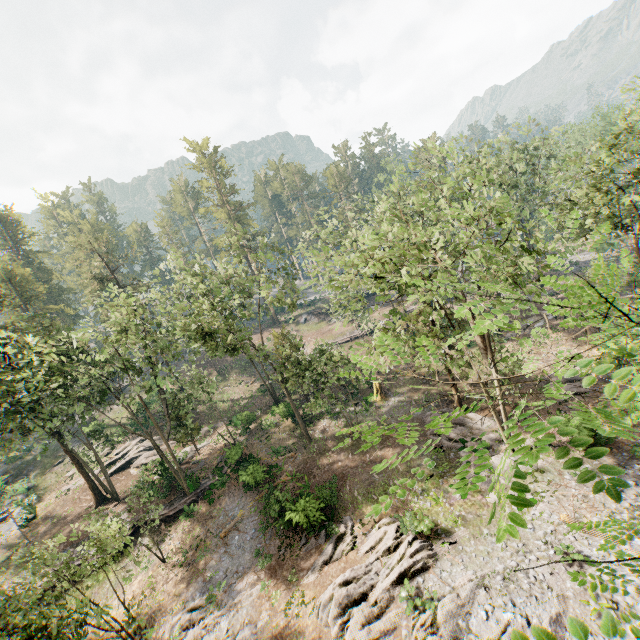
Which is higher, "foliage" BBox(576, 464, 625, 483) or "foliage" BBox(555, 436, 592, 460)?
"foliage" BBox(555, 436, 592, 460)

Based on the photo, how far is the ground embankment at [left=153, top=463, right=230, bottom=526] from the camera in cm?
2714

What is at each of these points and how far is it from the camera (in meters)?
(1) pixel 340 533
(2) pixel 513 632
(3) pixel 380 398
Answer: (1) foliage, 20.08
(2) foliage, 1.31
(3) stump, 32.06

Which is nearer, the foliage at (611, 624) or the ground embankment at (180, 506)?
the foliage at (611, 624)

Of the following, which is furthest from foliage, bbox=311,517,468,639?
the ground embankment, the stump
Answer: the stump

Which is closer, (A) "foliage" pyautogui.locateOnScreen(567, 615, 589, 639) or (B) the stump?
(A) "foliage" pyautogui.locateOnScreen(567, 615, 589, 639)

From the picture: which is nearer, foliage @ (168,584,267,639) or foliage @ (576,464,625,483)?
foliage @ (576,464,625,483)

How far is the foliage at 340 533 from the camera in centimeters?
1900cm
